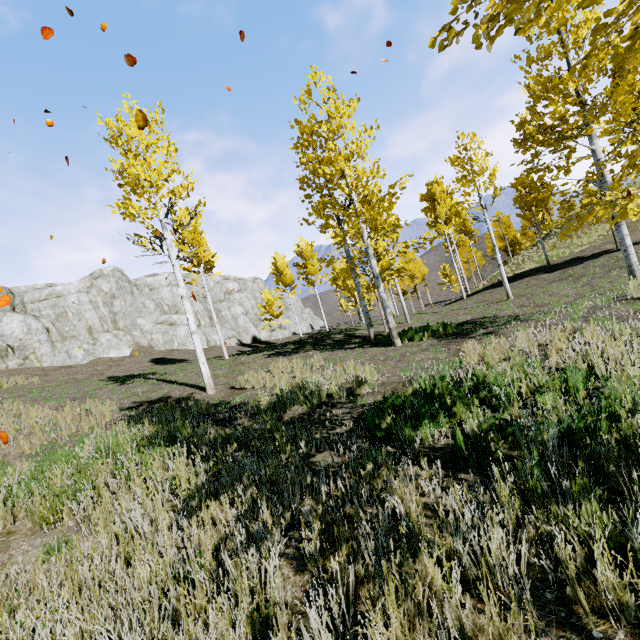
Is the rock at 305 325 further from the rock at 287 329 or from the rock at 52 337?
the rock at 52 337

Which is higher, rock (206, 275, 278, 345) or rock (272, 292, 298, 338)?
rock (206, 275, 278, 345)

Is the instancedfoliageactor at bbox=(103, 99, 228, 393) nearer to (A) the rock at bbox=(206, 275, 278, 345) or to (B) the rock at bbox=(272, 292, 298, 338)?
(A) the rock at bbox=(206, 275, 278, 345)

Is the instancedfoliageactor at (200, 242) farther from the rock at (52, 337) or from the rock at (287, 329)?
the rock at (287, 329)

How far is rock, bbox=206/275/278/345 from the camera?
37.8 meters

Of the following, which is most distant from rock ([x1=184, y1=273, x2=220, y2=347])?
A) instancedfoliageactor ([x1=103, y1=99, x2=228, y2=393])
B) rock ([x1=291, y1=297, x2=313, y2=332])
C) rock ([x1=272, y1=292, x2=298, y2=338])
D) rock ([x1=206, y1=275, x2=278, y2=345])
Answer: rock ([x1=291, y1=297, x2=313, y2=332])

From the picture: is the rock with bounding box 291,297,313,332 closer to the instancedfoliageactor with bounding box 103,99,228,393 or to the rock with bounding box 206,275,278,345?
the rock with bounding box 206,275,278,345

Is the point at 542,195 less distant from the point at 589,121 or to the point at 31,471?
the point at 589,121
